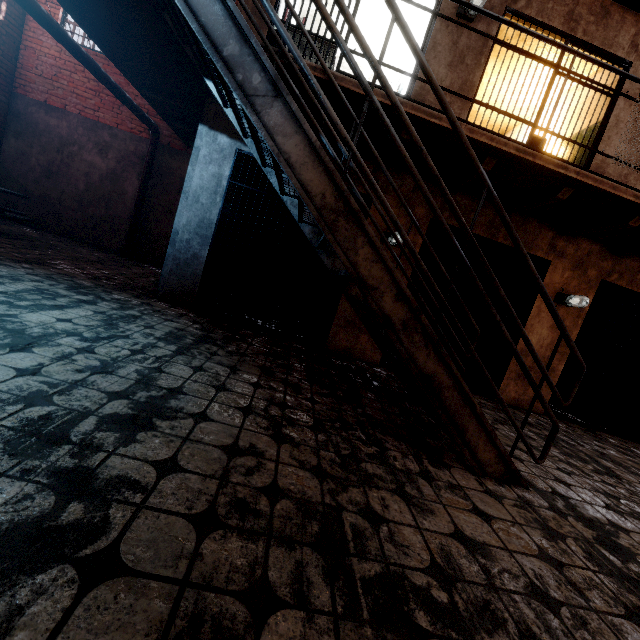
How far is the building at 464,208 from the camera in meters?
4.8

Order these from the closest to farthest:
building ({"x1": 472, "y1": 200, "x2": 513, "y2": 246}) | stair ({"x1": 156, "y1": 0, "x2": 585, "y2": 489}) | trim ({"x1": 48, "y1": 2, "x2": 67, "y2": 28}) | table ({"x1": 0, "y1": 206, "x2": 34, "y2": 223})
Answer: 1. stair ({"x1": 156, "y1": 0, "x2": 585, "y2": 489})
2. building ({"x1": 472, "y1": 200, "x2": 513, "y2": 246})
3. table ({"x1": 0, "y1": 206, "x2": 34, "y2": 223})
4. trim ({"x1": 48, "y1": 2, "x2": 67, "y2": 28})

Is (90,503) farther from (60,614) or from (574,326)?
(574,326)

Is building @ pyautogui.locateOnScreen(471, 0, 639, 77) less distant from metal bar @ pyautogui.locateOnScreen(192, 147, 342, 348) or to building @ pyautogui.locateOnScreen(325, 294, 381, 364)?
building @ pyautogui.locateOnScreen(325, 294, 381, 364)

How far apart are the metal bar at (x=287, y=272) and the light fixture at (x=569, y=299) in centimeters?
329cm

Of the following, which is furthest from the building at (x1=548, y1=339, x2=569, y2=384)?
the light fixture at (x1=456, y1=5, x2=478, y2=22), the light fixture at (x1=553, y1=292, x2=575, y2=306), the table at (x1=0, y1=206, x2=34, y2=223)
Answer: the table at (x1=0, y1=206, x2=34, y2=223)

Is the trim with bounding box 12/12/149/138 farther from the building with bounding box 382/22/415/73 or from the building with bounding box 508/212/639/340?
the building with bounding box 508/212/639/340

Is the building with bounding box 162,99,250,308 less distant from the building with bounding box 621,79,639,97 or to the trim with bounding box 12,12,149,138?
the building with bounding box 621,79,639,97
